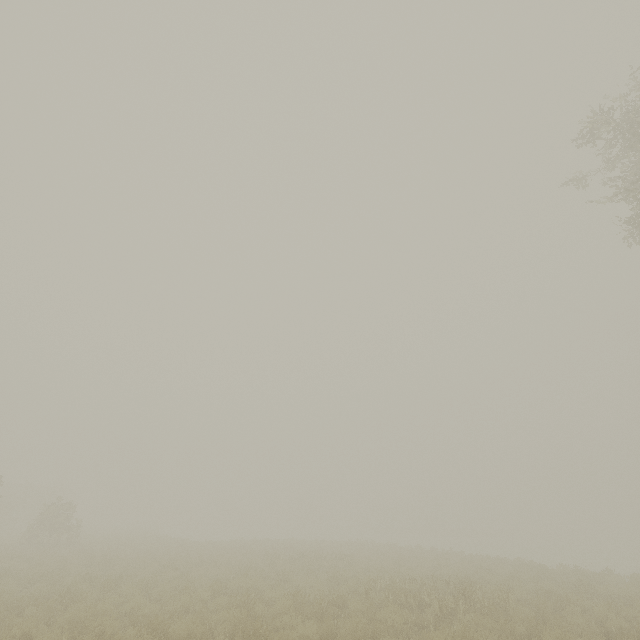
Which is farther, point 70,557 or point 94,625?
point 70,557
